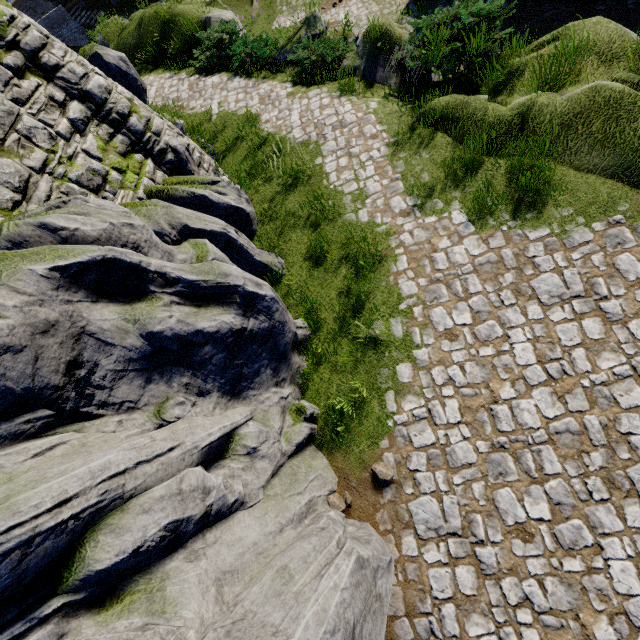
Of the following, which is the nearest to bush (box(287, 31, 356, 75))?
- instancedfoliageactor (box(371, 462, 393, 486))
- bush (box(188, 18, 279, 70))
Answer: bush (box(188, 18, 279, 70))

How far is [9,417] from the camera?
2.78m

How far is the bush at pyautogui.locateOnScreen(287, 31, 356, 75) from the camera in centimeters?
1029cm

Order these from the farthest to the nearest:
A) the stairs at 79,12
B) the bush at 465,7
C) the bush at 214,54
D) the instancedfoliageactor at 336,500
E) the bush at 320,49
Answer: the stairs at 79,12 < the bush at 214,54 < the bush at 320,49 < the bush at 465,7 < the instancedfoliageactor at 336,500

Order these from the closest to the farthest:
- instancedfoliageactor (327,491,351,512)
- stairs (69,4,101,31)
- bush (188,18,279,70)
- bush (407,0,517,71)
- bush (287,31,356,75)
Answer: instancedfoliageactor (327,491,351,512), bush (407,0,517,71), bush (287,31,356,75), bush (188,18,279,70), stairs (69,4,101,31)

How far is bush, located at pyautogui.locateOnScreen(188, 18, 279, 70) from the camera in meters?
12.0 m

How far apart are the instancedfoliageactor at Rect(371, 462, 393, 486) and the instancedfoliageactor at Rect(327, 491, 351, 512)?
0.5 meters

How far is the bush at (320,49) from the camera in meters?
10.3 m
